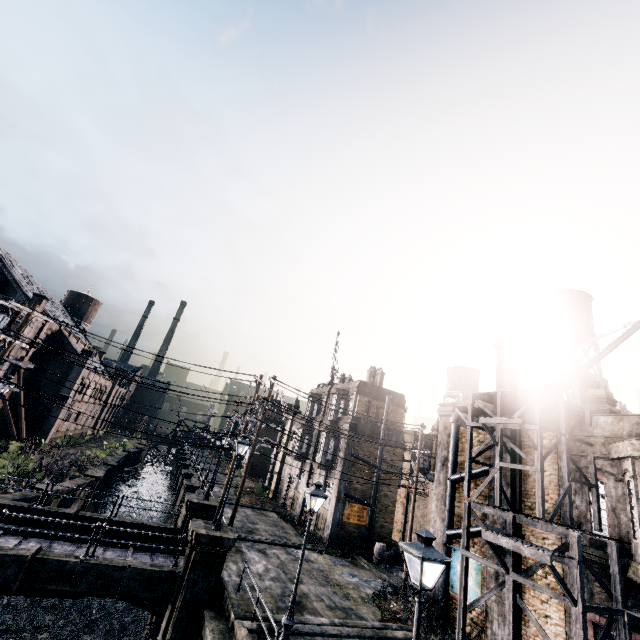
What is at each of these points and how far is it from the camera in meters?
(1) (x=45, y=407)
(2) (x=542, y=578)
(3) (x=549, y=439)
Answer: (1) building, 40.6 m
(2) building, 14.5 m
(3) building, 16.3 m

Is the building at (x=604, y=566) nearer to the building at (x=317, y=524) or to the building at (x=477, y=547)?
the building at (x=477, y=547)

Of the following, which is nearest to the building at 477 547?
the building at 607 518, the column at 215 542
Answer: the building at 607 518

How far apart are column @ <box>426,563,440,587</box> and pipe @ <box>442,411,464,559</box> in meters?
0.0 m

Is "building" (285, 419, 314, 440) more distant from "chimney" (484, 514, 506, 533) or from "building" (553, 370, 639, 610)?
"building" (553, 370, 639, 610)

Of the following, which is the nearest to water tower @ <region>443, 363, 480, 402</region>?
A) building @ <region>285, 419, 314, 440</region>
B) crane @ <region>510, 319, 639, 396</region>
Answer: building @ <region>285, 419, 314, 440</region>

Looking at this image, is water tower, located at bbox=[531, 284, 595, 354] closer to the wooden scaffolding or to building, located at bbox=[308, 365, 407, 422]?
the wooden scaffolding

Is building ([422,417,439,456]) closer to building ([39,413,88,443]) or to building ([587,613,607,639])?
building ([587,613,607,639])
